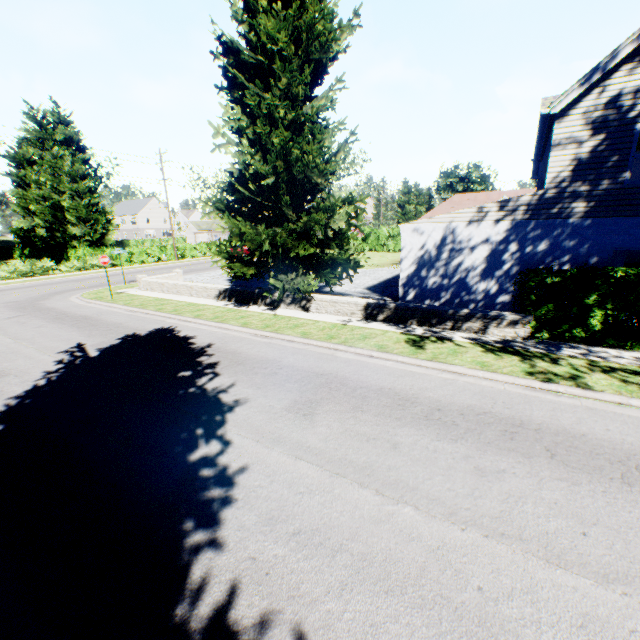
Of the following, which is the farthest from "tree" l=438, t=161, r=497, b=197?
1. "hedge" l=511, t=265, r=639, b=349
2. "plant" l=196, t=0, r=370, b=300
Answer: "hedge" l=511, t=265, r=639, b=349

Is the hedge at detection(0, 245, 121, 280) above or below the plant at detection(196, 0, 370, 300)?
below

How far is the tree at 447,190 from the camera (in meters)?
56.88

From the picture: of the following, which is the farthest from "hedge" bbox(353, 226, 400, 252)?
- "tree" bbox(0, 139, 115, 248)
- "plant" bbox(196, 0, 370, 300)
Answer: "plant" bbox(196, 0, 370, 300)

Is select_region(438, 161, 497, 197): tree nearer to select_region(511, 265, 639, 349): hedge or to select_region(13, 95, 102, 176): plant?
select_region(13, 95, 102, 176): plant

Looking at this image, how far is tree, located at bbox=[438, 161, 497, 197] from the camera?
56.88m

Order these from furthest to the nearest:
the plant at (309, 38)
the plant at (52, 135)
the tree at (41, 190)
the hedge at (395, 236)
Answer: the plant at (52, 135), the hedge at (395, 236), the tree at (41, 190), the plant at (309, 38)

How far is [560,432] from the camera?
5.5 meters
